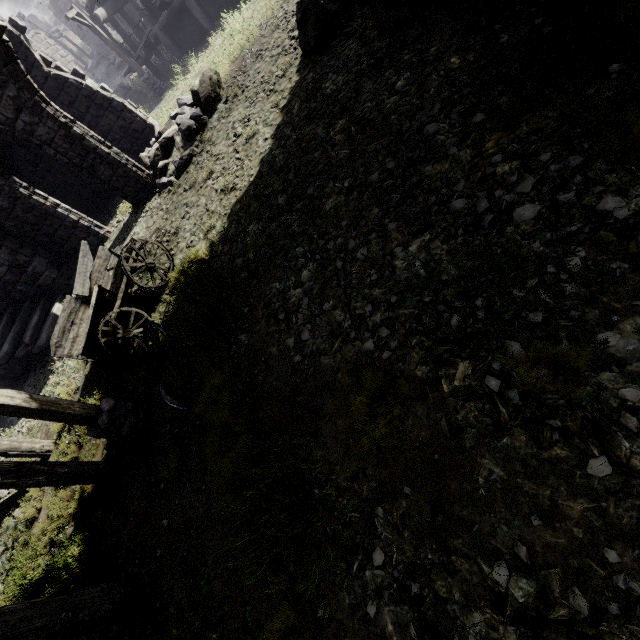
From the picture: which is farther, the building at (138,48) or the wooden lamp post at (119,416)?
the building at (138,48)

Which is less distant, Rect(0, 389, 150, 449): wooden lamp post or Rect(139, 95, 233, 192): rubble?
Rect(0, 389, 150, 449): wooden lamp post

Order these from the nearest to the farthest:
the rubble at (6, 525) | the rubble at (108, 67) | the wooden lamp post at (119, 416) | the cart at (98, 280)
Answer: the wooden lamp post at (119, 416), the cart at (98, 280), the rubble at (6, 525), the rubble at (108, 67)

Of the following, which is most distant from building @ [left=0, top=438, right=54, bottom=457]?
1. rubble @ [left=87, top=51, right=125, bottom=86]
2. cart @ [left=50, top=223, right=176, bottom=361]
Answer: cart @ [left=50, top=223, right=176, bottom=361]

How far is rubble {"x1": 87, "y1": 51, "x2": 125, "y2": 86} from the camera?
29.2 meters

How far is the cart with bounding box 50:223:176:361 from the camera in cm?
686

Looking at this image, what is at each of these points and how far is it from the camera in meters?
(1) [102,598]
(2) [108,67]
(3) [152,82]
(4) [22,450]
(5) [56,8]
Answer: (1) building, 4.6 m
(2) rubble, 30.0 m
(3) wooden lamp post, 18.0 m
(4) building, 7.9 m
(5) stone arch, 36.5 m

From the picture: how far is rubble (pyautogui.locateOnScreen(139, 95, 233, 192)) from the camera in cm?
1038
